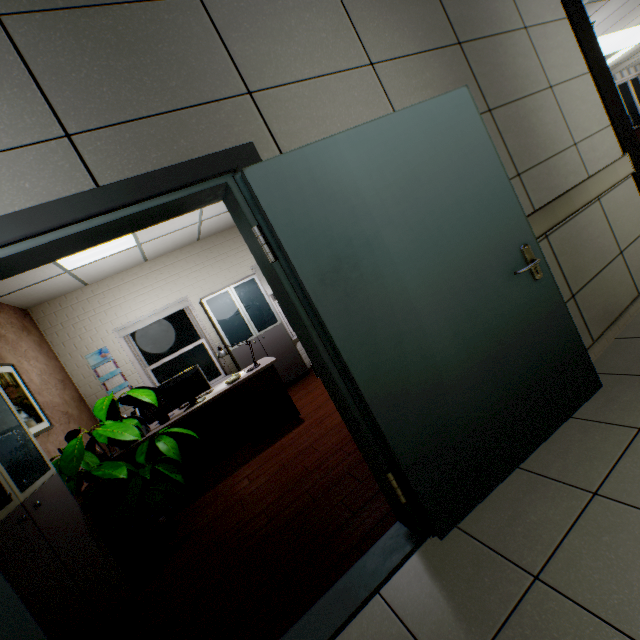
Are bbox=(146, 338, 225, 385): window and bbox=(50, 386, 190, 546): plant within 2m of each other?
no

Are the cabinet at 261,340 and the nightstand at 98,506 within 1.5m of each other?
no

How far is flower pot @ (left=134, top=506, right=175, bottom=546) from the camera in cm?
290

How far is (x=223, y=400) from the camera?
3.9 meters

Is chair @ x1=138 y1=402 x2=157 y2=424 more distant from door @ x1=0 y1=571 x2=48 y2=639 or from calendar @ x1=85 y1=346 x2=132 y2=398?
door @ x1=0 y1=571 x2=48 y2=639

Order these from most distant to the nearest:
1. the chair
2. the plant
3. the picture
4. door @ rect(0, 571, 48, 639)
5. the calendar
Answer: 1. the calendar
2. the chair
3. the picture
4. the plant
5. door @ rect(0, 571, 48, 639)

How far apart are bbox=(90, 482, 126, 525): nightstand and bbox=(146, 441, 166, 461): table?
0.2 meters

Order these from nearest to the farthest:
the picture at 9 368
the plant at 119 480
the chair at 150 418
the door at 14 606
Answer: the door at 14 606 → the plant at 119 480 → the picture at 9 368 → the chair at 150 418
